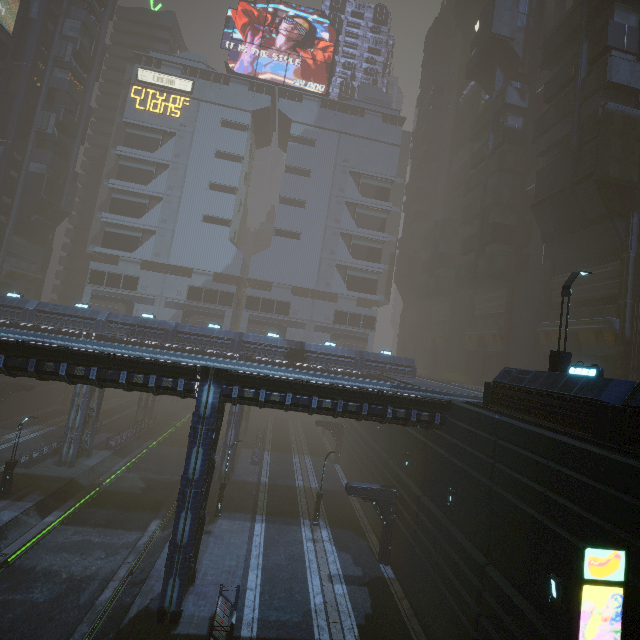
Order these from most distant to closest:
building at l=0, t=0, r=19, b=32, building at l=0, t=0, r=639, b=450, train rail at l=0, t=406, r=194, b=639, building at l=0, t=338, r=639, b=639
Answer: building at l=0, t=0, r=19, b=32, building at l=0, t=0, r=639, b=450, train rail at l=0, t=406, r=194, b=639, building at l=0, t=338, r=639, b=639

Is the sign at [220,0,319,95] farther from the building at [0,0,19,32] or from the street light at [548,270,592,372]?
the street light at [548,270,592,372]

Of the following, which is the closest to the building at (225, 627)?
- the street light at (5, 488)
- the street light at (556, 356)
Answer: the street light at (556, 356)

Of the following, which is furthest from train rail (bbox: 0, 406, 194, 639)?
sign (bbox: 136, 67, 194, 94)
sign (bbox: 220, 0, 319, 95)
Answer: sign (bbox: 220, 0, 319, 95)

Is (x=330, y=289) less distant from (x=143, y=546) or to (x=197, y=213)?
(x=197, y=213)

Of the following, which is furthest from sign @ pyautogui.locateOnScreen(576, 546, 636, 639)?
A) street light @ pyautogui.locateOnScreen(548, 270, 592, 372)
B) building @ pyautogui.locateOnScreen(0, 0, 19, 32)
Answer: street light @ pyautogui.locateOnScreen(548, 270, 592, 372)

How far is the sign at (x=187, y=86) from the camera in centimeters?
5597cm

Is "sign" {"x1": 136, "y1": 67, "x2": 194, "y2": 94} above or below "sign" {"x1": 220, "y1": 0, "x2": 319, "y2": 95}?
below
